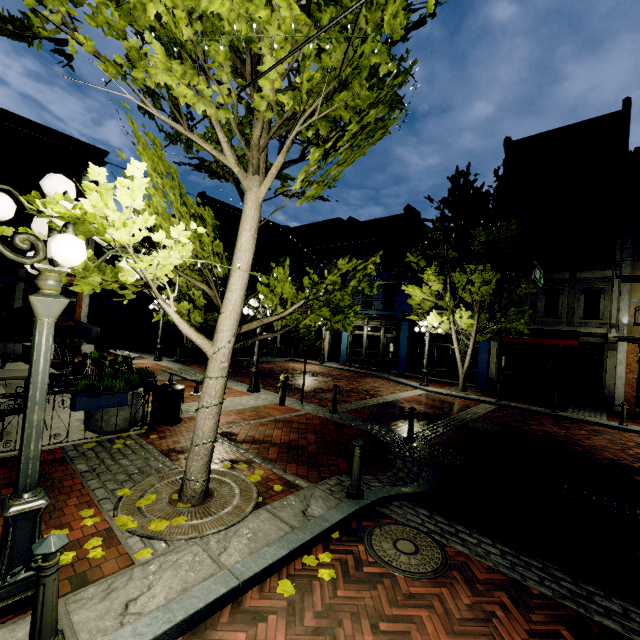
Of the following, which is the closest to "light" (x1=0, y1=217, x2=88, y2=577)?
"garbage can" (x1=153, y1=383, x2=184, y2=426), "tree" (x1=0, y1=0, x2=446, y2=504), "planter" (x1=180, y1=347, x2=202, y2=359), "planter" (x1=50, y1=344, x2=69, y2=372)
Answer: "tree" (x1=0, y1=0, x2=446, y2=504)

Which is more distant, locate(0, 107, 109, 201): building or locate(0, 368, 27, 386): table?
locate(0, 107, 109, 201): building

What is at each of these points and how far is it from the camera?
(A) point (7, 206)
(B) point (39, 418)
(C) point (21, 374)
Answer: (A) light, 2.56m
(B) light, 2.79m
(C) table, 7.78m

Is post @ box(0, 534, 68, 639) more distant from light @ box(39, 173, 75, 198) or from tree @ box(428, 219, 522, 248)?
tree @ box(428, 219, 522, 248)

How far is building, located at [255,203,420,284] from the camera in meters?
22.3

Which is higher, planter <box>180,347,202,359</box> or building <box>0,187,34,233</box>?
building <box>0,187,34,233</box>

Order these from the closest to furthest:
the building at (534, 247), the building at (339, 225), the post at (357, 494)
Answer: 1. the post at (357, 494)
2. the building at (534, 247)
3. the building at (339, 225)

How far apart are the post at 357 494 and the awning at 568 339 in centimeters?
1445cm
